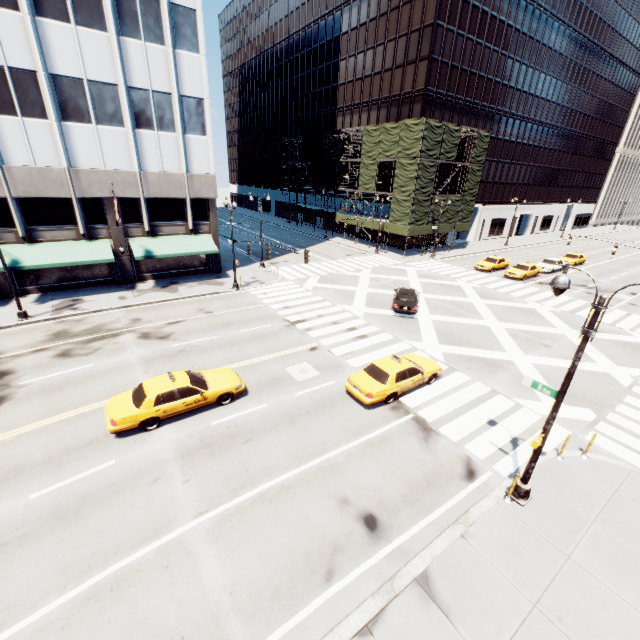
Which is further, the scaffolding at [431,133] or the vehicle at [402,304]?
the scaffolding at [431,133]

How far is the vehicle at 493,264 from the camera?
37.00m

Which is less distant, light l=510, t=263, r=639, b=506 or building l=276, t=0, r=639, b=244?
light l=510, t=263, r=639, b=506

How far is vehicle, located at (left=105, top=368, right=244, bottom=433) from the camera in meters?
12.0 m

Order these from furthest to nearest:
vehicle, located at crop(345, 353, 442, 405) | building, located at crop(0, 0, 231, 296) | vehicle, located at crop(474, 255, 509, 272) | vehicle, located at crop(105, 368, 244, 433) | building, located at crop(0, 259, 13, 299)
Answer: vehicle, located at crop(474, 255, 509, 272) → building, located at crop(0, 259, 13, 299) → building, located at crop(0, 0, 231, 296) → vehicle, located at crop(345, 353, 442, 405) → vehicle, located at crop(105, 368, 244, 433)

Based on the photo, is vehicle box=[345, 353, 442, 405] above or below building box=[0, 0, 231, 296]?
below

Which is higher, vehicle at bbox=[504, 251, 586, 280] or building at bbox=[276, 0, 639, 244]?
building at bbox=[276, 0, 639, 244]

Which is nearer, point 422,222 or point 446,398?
point 446,398
